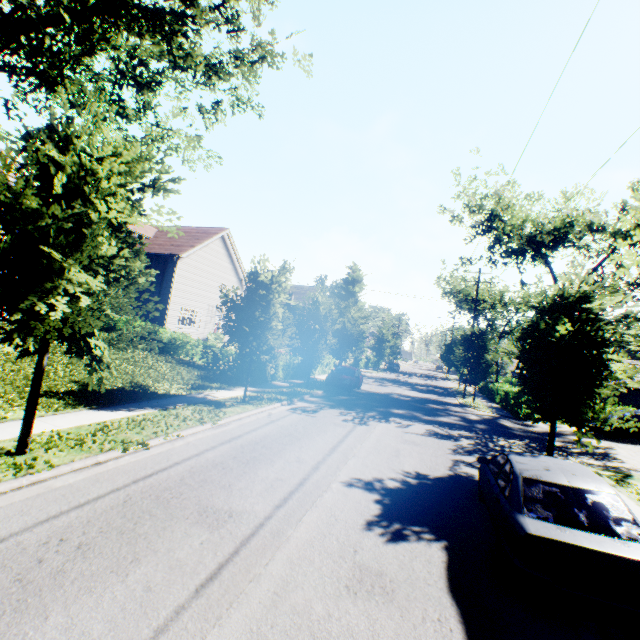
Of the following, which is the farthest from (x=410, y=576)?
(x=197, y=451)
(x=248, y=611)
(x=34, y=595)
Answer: (x=197, y=451)

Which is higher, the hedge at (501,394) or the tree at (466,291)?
the tree at (466,291)

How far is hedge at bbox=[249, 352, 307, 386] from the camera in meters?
18.4 m

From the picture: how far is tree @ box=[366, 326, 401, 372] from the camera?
44.4 meters

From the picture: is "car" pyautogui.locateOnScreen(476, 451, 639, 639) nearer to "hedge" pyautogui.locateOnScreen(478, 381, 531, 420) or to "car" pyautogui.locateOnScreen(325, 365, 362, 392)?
"car" pyautogui.locateOnScreen(325, 365, 362, 392)

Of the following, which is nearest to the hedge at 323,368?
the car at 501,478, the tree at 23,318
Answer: the tree at 23,318

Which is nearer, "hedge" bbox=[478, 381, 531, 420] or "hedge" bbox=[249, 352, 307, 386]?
"hedge" bbox=[249, 352, 307, 386]
